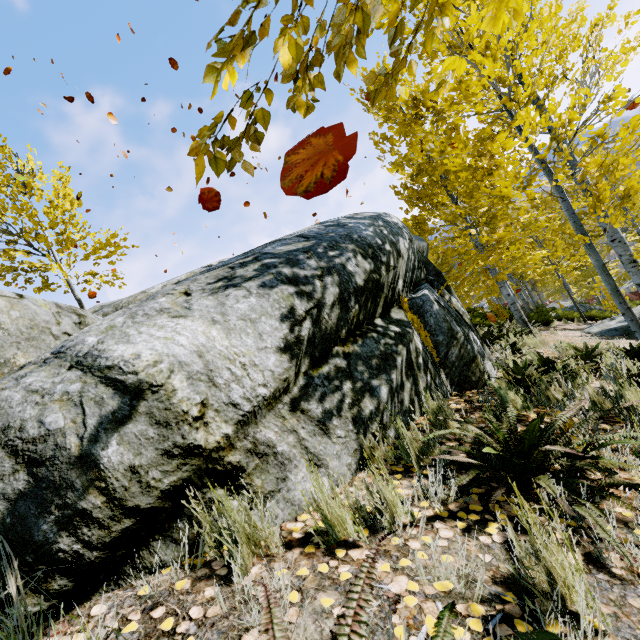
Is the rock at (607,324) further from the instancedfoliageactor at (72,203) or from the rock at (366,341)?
the rock at (366,341)

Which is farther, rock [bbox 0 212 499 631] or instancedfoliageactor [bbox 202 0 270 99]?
rock [bbox 0 212 499 631]

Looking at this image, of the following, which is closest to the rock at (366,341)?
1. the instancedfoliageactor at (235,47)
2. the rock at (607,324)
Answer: the instancedfoliageactor at (235,47)

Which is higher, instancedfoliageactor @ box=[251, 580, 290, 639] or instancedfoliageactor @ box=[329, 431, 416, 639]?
instancedfoliageactor @ box=[251, 580, 290, 639]

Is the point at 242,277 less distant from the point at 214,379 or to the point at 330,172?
the point at 214,379

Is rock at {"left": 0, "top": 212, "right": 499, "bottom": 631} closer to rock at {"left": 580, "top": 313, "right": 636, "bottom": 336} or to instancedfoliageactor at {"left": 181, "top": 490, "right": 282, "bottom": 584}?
instancedfoliageactor at {"left": 181, "top": 490, "right": 282, "bottom": 584}

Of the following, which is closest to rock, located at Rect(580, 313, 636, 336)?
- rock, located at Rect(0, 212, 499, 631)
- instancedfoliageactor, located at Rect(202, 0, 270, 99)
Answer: instancedfoliageactor, located at Rect(202, 0, 270, 99)
